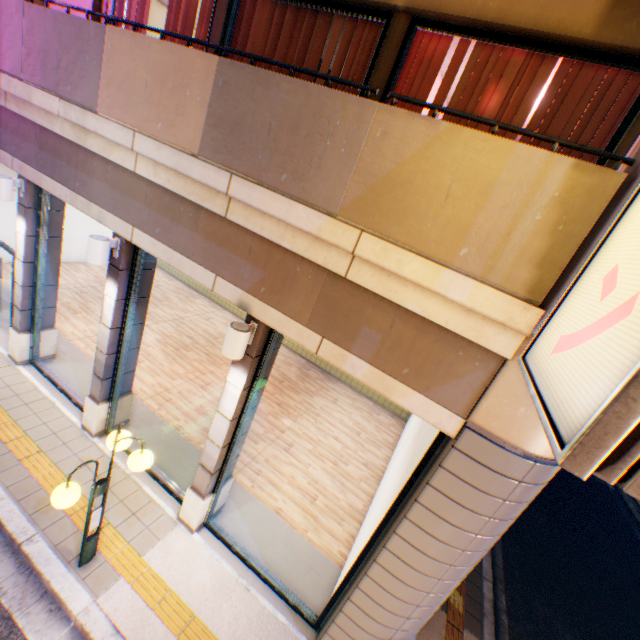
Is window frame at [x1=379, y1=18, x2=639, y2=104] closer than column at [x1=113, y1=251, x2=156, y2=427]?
Yes

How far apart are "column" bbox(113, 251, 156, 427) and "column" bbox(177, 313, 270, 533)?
2.5m

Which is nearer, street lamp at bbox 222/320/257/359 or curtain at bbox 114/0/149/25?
street lamp at bbox 222/320/257/359

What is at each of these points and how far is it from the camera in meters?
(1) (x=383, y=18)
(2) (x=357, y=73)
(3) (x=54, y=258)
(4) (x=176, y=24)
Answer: (1) window frame, 4.1 m
(2) curtain, 4.5 m
(3) column, 7.0 m
(4) curtain, 5.8 m

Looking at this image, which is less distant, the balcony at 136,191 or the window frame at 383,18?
the balcony at 136,191

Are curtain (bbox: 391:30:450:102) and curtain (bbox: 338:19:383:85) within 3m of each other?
yes

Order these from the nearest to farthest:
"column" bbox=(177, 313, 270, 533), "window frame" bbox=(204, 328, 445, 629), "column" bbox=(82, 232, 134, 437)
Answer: "window frame" bbox=(204, 328, 445, 629), "column" bbox=(177, 313, 270, 533), "column" bbox=(82, 232, 134, 437)

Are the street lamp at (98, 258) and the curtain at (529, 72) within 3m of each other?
no
